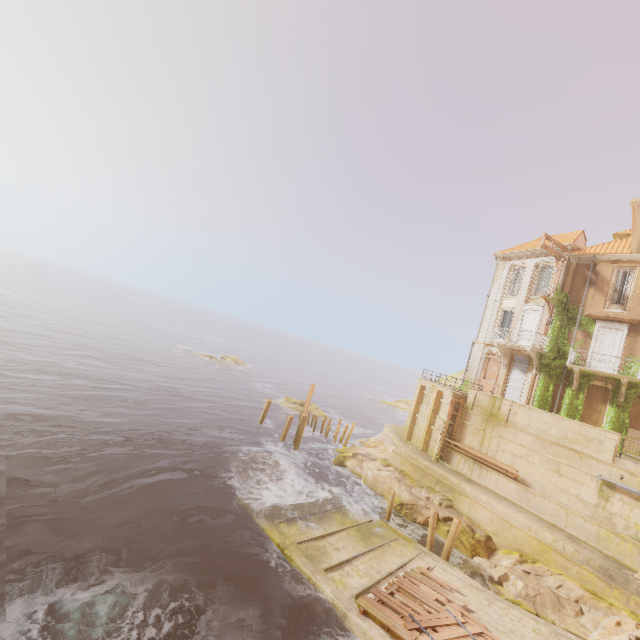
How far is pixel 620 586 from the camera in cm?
1353

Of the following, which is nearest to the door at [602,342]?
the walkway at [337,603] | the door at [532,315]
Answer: the door at [532,315]

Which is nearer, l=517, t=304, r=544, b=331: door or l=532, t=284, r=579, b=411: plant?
l=532, t=284, r=579, b=411: plant

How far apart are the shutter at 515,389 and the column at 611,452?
7.7 meters

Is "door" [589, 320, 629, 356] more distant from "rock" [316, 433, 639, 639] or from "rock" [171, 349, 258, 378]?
"rock" [171, 349, 258, 378]

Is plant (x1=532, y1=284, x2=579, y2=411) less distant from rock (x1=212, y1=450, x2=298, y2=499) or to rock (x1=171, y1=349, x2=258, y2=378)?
rock (x1=212, y1=450, x2=298, y2=499)

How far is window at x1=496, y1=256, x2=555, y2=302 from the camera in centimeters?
2555cm

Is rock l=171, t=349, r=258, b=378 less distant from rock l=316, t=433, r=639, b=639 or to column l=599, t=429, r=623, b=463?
rock l=316, t=433, r=639, b=639
